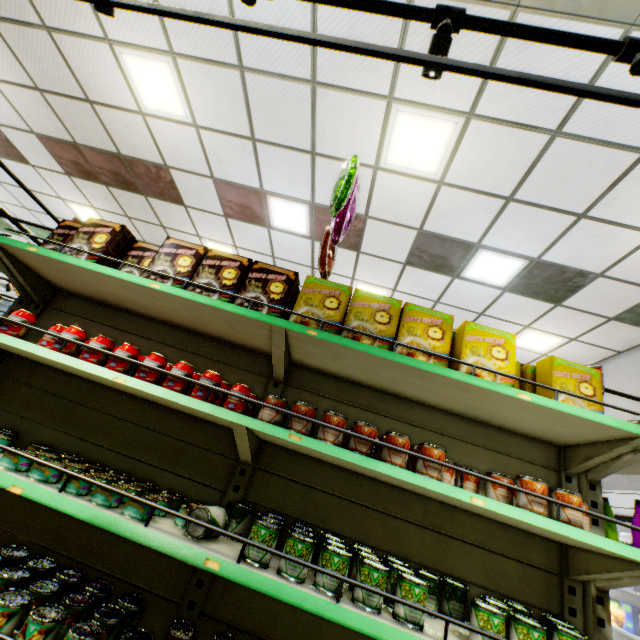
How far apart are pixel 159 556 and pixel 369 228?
4.8 meters

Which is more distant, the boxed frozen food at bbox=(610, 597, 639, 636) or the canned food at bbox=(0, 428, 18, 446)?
the boxed frozen food at bbox=(610, 597, 639, 636)

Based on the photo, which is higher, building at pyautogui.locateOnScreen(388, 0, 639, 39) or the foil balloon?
building at pyautogui.locateOnScreen(388, 0, 639, 39)

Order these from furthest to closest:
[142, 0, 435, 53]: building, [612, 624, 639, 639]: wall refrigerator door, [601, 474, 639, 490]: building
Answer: [601, 474, 639, 490]: building
[612, 624, 639, 639]: wall refrigerator door
[142, 0, 435, 53]: building

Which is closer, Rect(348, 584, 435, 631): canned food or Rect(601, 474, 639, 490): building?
Rect(348, 584, 435, 631): canned food

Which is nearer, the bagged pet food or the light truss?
the light truss

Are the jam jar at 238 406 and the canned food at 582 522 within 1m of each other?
no

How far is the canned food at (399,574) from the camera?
1.4 meters
